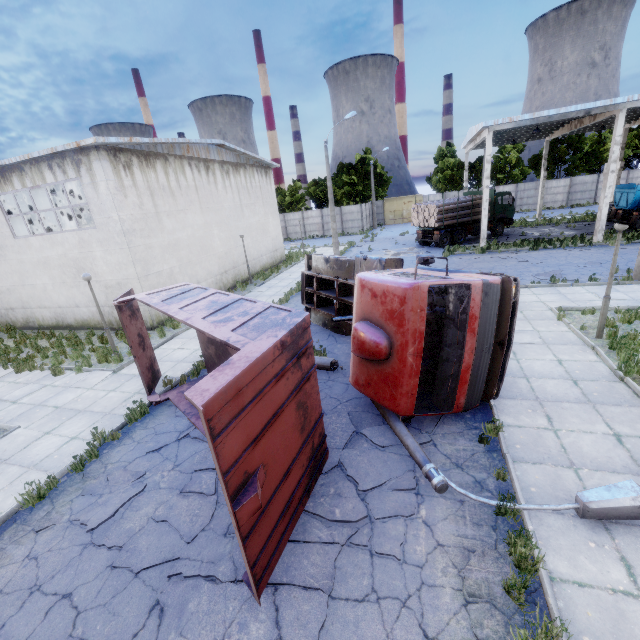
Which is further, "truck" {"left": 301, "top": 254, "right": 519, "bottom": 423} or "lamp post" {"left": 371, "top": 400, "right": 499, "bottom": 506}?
"truck" {"left": 301, "top": 254, "right": 519, "bottom": 423}

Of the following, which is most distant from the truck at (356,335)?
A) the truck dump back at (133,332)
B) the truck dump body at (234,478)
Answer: the truck dump back at (133,332)

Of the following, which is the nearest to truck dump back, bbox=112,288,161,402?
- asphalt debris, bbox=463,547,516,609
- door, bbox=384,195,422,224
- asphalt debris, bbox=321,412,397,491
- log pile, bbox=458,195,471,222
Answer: asphalt debris, bbox=321,412,397,491

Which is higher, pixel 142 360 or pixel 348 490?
pixel 142 360

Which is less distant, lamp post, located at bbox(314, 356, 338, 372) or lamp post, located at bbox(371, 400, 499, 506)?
lamp post, located at bbox(371, 400, 499, 506)

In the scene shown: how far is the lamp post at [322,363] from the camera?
9.6m

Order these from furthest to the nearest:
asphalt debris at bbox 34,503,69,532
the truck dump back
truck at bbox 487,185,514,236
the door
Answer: the door < truck at bbox 487,185,514,236 < the truck dump back < asphalt debris at bbox 34,503,69,532

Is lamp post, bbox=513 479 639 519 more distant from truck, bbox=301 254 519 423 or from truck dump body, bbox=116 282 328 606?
truck dump body, bbox=116 282 328 606
